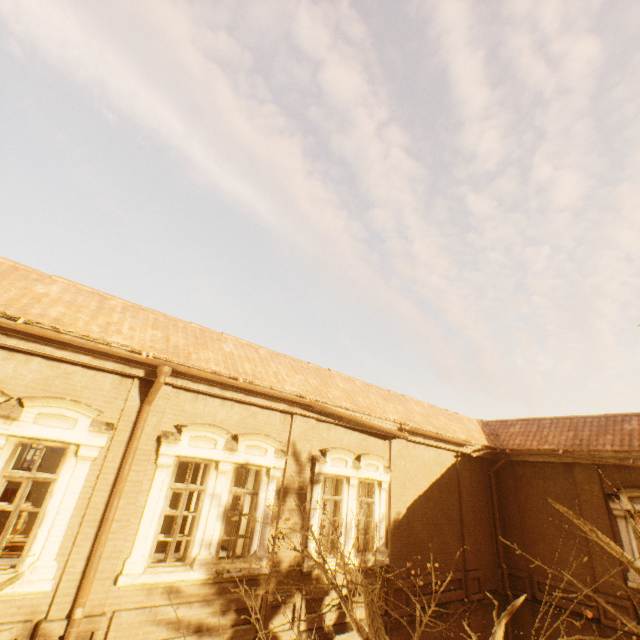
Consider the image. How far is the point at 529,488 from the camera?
13.09m
